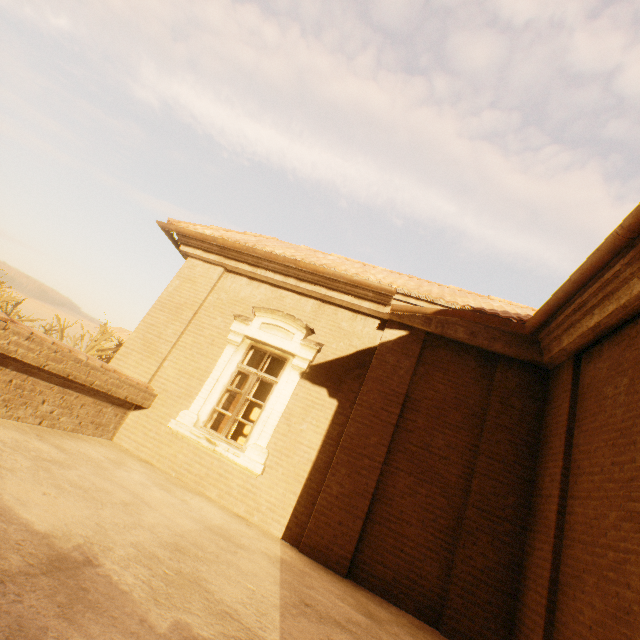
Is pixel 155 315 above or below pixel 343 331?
below
